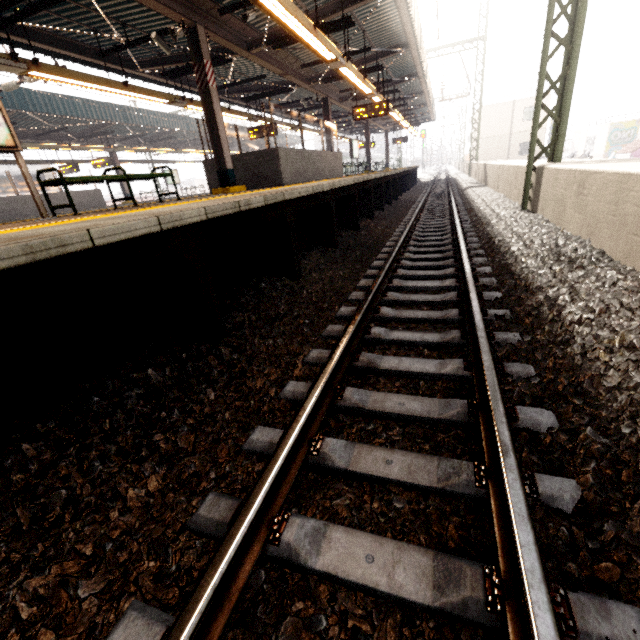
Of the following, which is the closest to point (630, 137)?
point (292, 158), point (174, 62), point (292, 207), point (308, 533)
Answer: point (292, 158)

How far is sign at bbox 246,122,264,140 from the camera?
15.2 meters

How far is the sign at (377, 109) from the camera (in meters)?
13.18

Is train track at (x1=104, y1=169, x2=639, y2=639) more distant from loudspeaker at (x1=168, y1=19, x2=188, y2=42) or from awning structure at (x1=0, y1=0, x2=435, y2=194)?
loudspeaker at (x1=168, y1=19, x2=188, y2=42)

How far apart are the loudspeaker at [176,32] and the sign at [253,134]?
8.0 meters

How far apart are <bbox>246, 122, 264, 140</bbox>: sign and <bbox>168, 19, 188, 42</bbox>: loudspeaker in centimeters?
802cm

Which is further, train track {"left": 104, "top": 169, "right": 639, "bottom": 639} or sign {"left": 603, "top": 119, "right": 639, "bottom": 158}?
sign {"left": 603, "top": 119, "right": 639, "bottom": 158}

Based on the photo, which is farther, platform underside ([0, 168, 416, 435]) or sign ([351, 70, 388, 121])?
sign ([351, 70, 388, 121])
